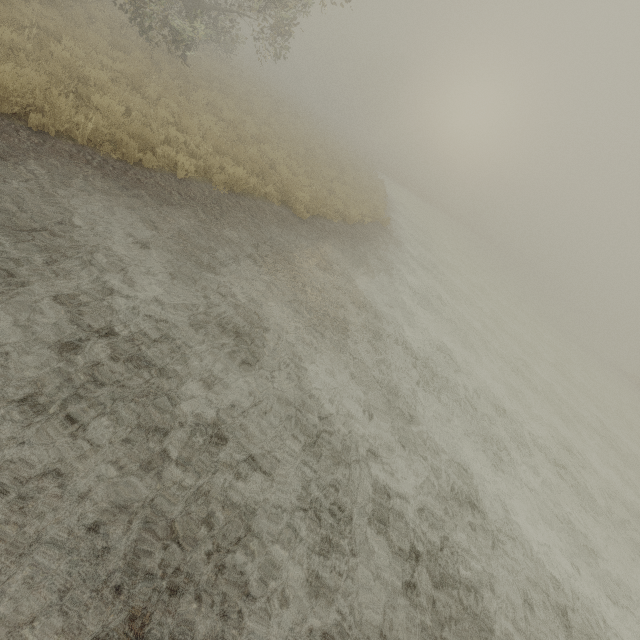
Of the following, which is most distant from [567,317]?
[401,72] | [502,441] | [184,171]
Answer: [184,171]
